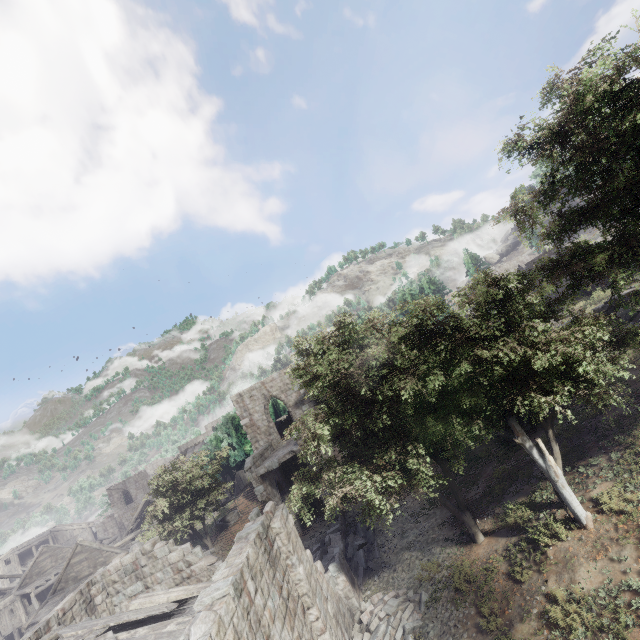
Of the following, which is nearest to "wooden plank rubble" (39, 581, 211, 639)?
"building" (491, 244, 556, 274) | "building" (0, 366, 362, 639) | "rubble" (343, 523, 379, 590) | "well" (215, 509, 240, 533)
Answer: "building" (0, 366, 362, 639)

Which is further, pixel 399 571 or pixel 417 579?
pixel 399 571

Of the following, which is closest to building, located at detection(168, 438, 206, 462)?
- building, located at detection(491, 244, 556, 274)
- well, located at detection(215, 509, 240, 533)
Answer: well, located at detection(215, 509, 240, 533)

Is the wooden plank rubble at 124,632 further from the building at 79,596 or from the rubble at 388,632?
the rubble at 388,632

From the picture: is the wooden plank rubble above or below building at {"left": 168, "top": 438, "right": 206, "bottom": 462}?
below

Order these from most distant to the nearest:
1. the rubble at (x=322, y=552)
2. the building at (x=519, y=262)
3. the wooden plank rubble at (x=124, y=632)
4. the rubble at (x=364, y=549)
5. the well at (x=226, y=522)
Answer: the building at (x=519, y=262)
the well at (x=226, y=522)
the rubble at (x=322, y=552)
the rubble at (x=364, y=549)
the wooden plank rubble at (x=124, y=632)

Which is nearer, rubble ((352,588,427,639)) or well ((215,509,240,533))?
rubble ((352,588,427,639))

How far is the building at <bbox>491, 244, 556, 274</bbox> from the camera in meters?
35.3
